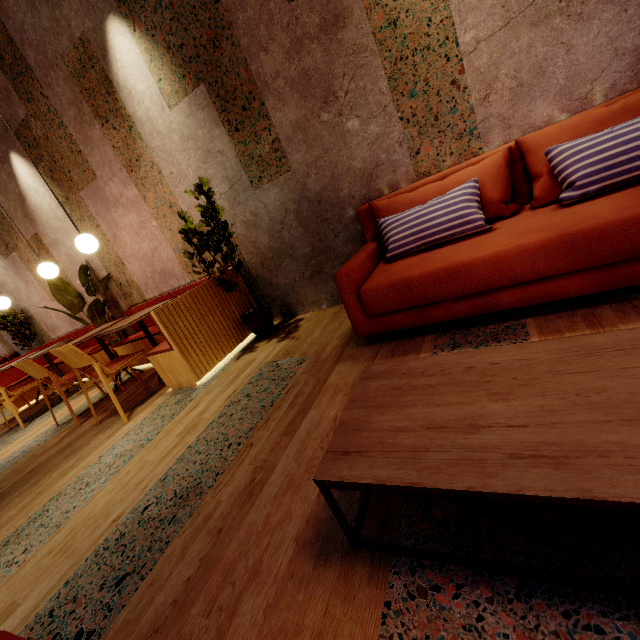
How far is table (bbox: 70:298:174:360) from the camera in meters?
3.2 m

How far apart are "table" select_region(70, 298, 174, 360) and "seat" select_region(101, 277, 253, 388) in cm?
16

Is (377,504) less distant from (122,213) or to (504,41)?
(504,41)

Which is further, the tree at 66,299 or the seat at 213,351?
the tree at 66,299

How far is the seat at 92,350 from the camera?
5.0m

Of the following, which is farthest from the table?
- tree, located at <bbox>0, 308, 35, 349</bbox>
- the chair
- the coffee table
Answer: tree, located at <bbox>0, 308, 35, 349</bbox>

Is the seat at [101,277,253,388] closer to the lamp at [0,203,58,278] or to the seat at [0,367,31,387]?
the seat at [0,367,31,387]

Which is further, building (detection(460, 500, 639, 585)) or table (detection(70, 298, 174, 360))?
table (detection(70, 298, 174, 360))
